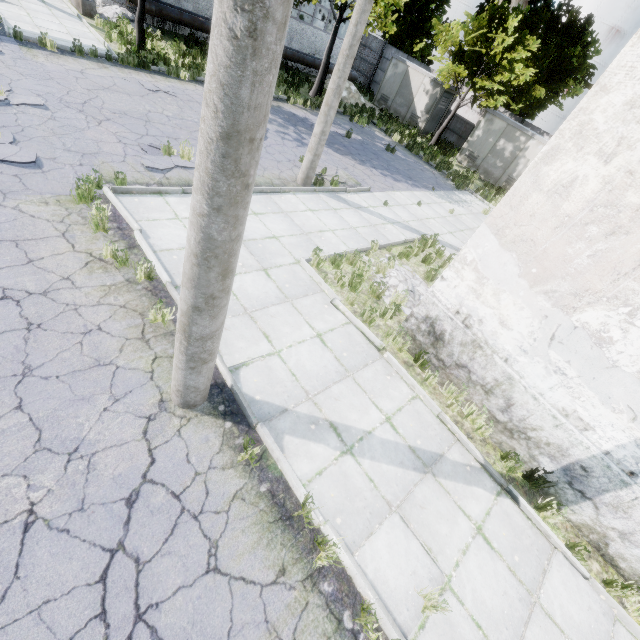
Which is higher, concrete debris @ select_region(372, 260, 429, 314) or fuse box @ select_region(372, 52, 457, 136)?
fuse box @ select_region(372, 52, 457, 136)

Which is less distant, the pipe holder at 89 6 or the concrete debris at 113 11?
the pipe holder at 89 6

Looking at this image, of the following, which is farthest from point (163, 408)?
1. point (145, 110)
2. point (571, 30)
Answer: point (571, 30)

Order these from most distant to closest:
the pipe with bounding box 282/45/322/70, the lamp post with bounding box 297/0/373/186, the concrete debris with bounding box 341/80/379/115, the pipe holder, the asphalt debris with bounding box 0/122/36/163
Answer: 1. the concrete debris with bounding box 341/80/379/115
2. the pipe with bounding box 282/45/322/70
3. the pipe holder
4. the lamp post with bounding box 297/0/373/186
5. the asphalt debris with bounding box 0/122/36/163

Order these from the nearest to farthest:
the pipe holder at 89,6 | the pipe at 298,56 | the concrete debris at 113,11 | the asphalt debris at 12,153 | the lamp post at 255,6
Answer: the lamp post at 255,6 → the asphalt debris at 12,153 → the pipe holder at 89,6 → the concrete debris at 113,11 → the pipe at 298,56

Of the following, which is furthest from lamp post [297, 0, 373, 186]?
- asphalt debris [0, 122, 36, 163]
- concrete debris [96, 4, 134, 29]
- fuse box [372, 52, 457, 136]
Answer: fuse box [372, 52, 457, 136]

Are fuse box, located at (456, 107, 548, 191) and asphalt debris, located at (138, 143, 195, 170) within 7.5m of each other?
no

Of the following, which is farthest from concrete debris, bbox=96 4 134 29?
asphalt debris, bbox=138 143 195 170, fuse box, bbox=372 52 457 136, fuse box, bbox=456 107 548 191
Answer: fuse box, bbox=456 107 548 191
